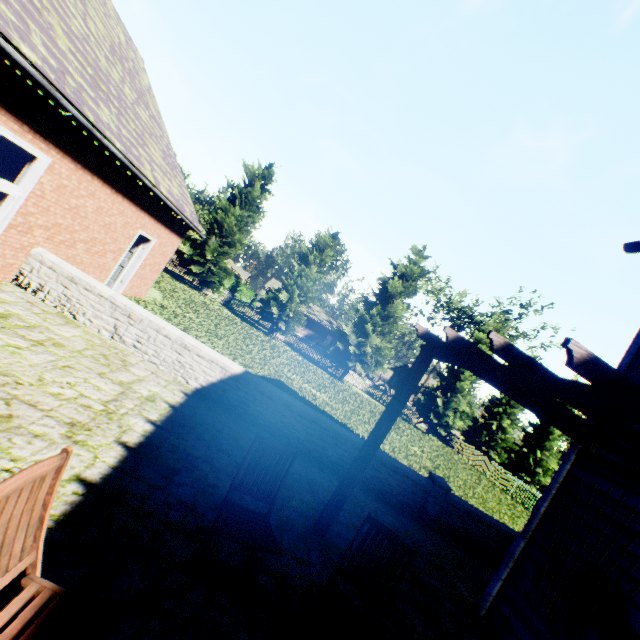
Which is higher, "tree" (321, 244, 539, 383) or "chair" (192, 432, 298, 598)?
"tree" (321, 244, 539, 383)

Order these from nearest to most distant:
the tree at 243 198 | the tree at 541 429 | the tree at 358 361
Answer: the tree at 243 198 < the tree at 358 361 < the tree at 541 429

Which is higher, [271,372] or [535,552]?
[535,552]

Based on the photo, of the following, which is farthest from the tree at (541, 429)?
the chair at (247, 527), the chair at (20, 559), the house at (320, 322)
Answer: the chair at (20, 559)

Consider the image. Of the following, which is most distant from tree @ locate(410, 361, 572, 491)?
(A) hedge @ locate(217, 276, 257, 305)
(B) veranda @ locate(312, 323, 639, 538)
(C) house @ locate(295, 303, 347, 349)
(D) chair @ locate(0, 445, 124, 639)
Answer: (D) chair @ locate(0, 445, 124, 639)

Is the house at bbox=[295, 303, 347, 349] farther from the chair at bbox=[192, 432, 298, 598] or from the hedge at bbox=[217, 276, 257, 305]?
the chair at bbox=[192, 432, 298, 598]

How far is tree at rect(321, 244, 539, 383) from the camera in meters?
26.8
